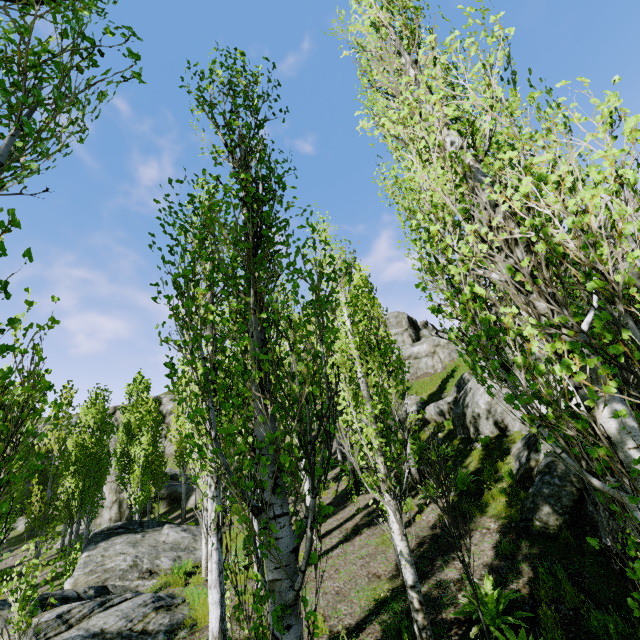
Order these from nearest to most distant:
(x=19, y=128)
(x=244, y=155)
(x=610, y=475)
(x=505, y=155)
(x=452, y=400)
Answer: (x=19, y=128)
(x=505, y=155)
(x=244, y=155)
(x=610, y=475)
(x=452, y=400)

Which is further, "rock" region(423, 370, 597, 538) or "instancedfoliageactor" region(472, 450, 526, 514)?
"instancedfoliageactor" region(472, 450, 526, 514)

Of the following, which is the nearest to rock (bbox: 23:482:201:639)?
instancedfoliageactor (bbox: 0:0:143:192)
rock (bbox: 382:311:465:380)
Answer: instancedfoliageactor (bbox: 0:0:143:192)

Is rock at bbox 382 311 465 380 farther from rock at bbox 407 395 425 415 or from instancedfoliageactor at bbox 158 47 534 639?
rock at bbox 407 395 425 415

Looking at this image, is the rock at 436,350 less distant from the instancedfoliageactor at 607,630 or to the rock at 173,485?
the instancedfoliageactor at 607,630

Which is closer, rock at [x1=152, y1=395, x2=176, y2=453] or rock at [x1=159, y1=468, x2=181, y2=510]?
rock at [x1=159, y1=468, x2=181, y2=510]

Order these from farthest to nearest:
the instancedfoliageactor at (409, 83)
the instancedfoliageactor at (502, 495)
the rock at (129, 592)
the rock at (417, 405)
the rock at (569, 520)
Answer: the rock at (417, 405) → the instancedfoliageactor at (502, 495) → the rock at (569, 520) → the rock at (129, 592) → the instancedfoliageactor at (409, 83)

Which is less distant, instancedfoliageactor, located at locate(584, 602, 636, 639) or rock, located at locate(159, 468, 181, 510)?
instancedfoliageactor, located at locate(584, 602, 636, 639)
